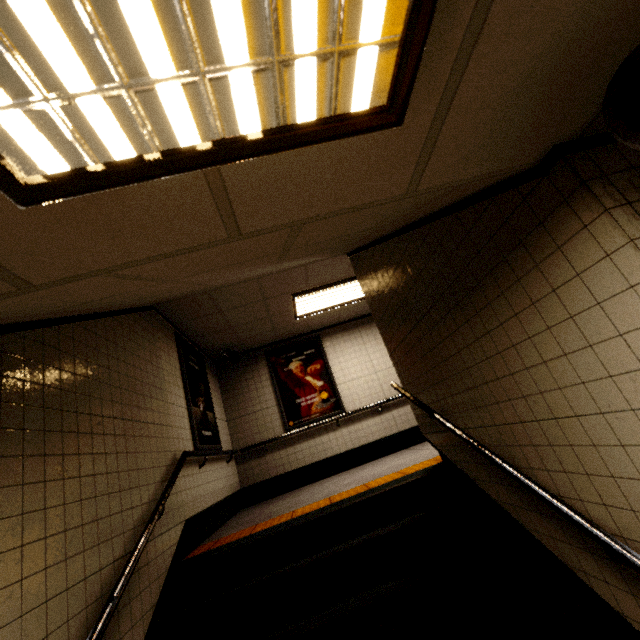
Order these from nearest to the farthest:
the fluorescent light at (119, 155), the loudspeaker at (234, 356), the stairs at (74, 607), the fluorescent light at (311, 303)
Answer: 1. the fluorescent light at (119, 155)
2. the stairs at (74, 607)
3. the fluorescent light at (311, 303)
4. the loudspeaker at (234, 356)

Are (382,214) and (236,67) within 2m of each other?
yes

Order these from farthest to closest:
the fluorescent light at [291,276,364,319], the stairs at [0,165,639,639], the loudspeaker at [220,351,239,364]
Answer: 1. the loudspeaker at [220,351,239,364]
2. the fluorescent light at [291,276,364,319]
3. the stairs at [0,165,639,639]

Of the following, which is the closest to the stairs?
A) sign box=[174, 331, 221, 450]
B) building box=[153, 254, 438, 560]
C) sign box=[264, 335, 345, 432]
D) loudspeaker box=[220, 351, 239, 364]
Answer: building box=[153, 254, 438, 560]

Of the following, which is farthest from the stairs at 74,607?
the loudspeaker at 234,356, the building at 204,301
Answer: the loudspeaker at 234,356

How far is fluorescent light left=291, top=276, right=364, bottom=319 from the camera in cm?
544

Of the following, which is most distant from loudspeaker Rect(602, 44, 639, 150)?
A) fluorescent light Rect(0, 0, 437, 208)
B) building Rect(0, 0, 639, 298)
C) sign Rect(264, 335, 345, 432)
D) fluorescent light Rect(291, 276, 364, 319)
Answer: sign Rect(264, 335, 345, 432)
